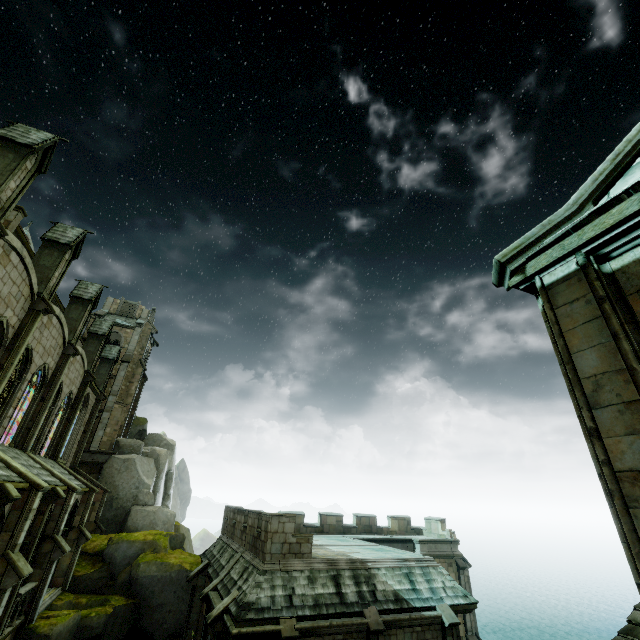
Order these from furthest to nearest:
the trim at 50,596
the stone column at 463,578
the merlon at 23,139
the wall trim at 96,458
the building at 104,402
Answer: the wall trim at 96,458 < the stone column at 463,578 < the trim at 50,596 < the building at 104,402 < the merlon at 23,139

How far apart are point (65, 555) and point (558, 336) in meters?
29.5 m

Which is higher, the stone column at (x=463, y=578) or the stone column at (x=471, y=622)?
the stone column at (x=463, y=578)

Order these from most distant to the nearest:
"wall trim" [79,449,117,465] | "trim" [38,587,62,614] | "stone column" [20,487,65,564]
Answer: "wall trim" [79,449,117,465], "trim" [38,587,62,614], "stone column" [20,487,65,564]

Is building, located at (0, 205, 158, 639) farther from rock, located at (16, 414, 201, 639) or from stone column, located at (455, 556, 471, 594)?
stone column, located at (455, 556, 471, 594)

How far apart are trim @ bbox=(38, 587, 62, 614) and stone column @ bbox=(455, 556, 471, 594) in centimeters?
2840cm

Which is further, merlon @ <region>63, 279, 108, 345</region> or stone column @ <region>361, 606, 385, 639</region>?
merlon @ <region>63, 279, 108, 345</region>

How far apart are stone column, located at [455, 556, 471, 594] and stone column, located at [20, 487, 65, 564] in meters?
29.0 m
